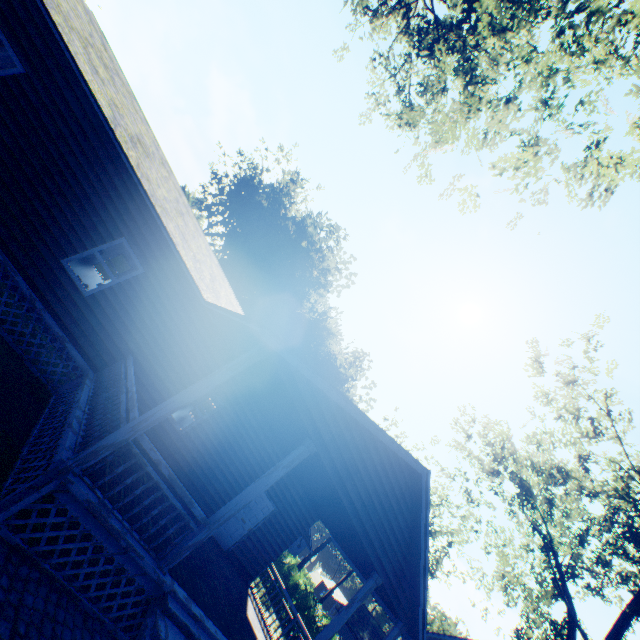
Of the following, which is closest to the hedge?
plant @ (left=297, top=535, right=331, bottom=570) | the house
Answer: the house

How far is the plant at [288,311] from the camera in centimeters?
3603cm

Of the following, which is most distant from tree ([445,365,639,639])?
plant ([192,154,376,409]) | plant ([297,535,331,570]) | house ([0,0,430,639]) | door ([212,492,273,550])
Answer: plant ([297,535,331,570])

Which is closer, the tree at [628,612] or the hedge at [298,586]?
the tree at [628,612]

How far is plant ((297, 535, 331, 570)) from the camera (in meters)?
45.42

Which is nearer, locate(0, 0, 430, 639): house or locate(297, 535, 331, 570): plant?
locate(0, 0, 430, 639): house

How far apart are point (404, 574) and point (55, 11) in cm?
1642

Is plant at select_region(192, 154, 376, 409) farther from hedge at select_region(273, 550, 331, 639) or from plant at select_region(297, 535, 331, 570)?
plant at select_region(297, 535, 331, 570)
